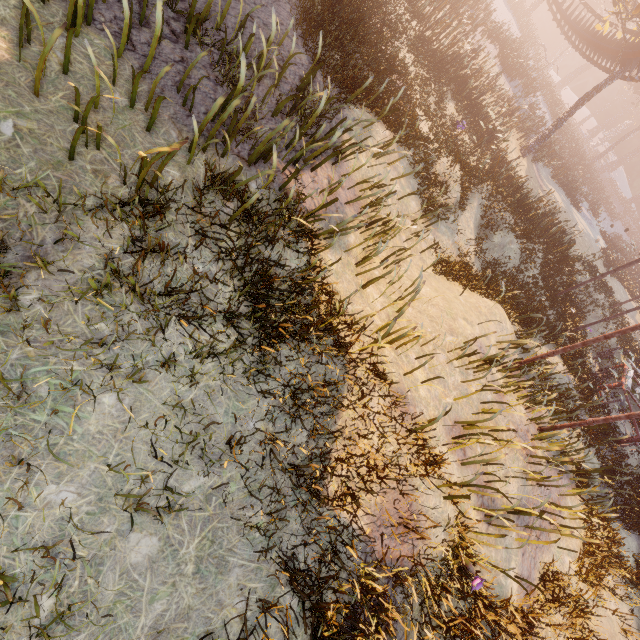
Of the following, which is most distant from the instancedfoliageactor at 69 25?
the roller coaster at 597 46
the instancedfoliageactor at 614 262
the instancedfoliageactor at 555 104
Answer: the instancedfoliageactor at 614 262

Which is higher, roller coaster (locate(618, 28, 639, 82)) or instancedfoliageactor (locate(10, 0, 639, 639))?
roller coaster (locate(618, 28, 639, 82))

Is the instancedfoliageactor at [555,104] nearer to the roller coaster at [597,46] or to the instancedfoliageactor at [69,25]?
the roller coaster at [597,46]

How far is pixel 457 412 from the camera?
7.8m

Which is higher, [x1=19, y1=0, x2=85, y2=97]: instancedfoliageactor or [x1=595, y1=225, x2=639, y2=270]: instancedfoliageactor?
[x1=19, y1=0, x2=85, y2=97]: instancedfoliageactor

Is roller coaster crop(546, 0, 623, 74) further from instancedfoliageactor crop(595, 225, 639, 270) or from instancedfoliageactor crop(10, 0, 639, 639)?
instancedfoliageactor crop(595, 225, 639, 270)

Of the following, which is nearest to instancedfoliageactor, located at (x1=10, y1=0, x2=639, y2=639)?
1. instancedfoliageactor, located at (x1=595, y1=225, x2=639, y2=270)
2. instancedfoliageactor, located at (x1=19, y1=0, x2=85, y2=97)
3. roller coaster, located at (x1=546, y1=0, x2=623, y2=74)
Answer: roller coaster, located at (x1=546, y1=0, x2=623, y2=74)

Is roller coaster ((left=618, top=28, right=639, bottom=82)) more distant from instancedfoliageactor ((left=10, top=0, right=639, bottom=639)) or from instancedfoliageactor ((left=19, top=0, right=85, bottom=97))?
instancedfoliageactor ((left=19, top=0, right=85, bottom=97))
